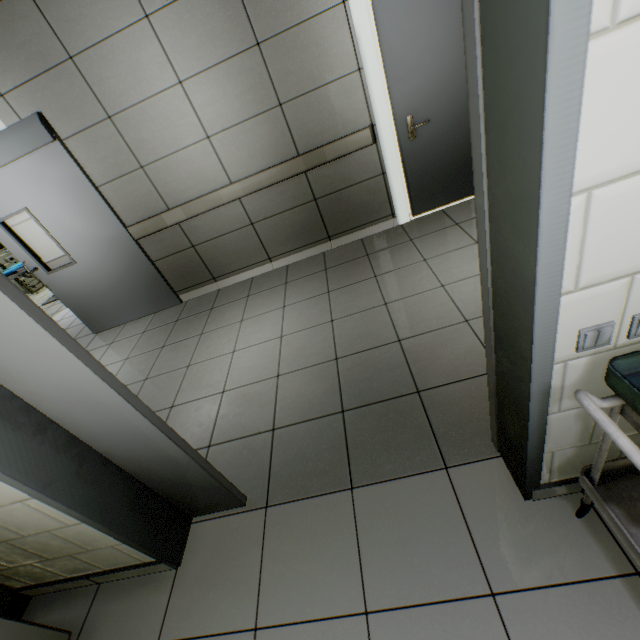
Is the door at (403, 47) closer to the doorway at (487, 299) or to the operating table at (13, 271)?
the doorway at (487, 299)

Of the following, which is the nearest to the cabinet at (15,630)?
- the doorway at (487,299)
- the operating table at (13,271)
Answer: the doorway at (487,299)

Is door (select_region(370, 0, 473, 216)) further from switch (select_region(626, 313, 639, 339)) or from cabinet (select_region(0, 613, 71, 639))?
cabinet (select_region(0, 613, 71, 639))

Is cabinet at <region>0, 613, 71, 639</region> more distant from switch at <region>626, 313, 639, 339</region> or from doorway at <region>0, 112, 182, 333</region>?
doorway at <region>0, 112, 182, 333</region>

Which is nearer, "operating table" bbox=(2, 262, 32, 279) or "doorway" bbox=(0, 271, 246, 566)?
"doorway" bbox=(0, 271, 246, 566)

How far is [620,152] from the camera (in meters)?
0.59

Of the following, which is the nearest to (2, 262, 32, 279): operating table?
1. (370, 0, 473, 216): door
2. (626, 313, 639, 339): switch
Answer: (370, 0, 473, 216): door

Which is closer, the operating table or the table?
the table
